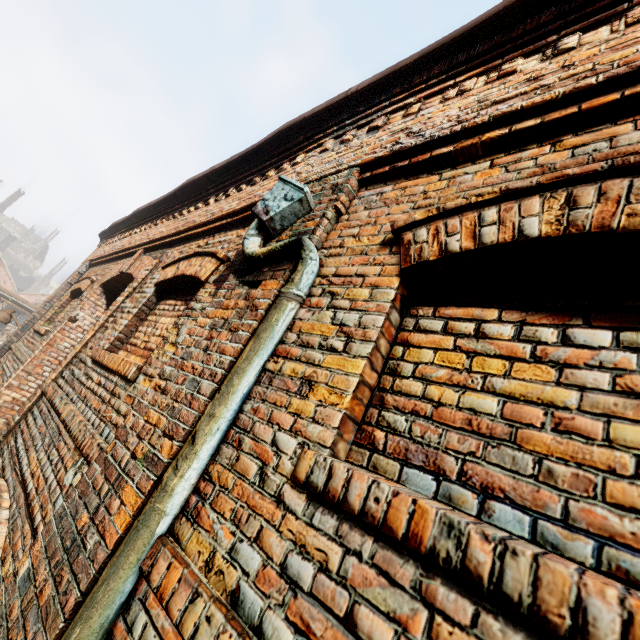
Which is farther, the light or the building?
the building

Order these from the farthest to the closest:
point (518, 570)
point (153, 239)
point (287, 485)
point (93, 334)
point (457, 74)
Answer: point (153, 239) → point (93, 334) → point (457, 74) → point (287, 485) → point (518, 570)

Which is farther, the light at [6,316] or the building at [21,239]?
the building at [21,239]

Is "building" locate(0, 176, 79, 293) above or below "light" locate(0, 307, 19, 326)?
above

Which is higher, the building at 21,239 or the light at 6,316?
the building at 21,239
